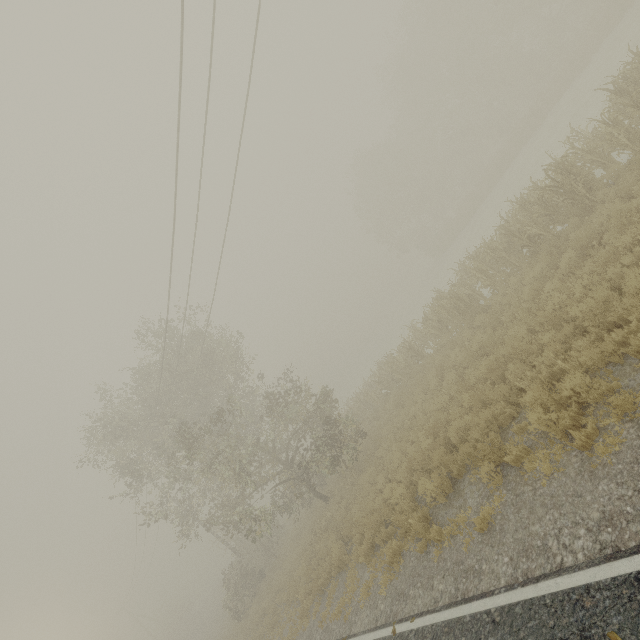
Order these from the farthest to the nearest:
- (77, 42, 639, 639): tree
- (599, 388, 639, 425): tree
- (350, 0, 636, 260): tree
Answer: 1. (350, 0, 636, 260): tree
2. (77, 42, 639, 639): tree
3. (599, 388, 639, 425): tree

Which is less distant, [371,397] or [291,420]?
[291,420]

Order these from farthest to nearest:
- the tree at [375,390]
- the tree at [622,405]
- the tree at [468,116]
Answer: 1. the tree at [468,116]
2. the tree at [375,390]
3. the tree at [622,405]

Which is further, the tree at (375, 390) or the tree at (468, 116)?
the tree at (468, 116)

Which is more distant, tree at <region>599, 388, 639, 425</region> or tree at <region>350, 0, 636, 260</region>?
tree at <region>350, 0, 636, 260</region>

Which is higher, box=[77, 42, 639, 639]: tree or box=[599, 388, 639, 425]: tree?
box=[77, 42, 639, 639]: tree
